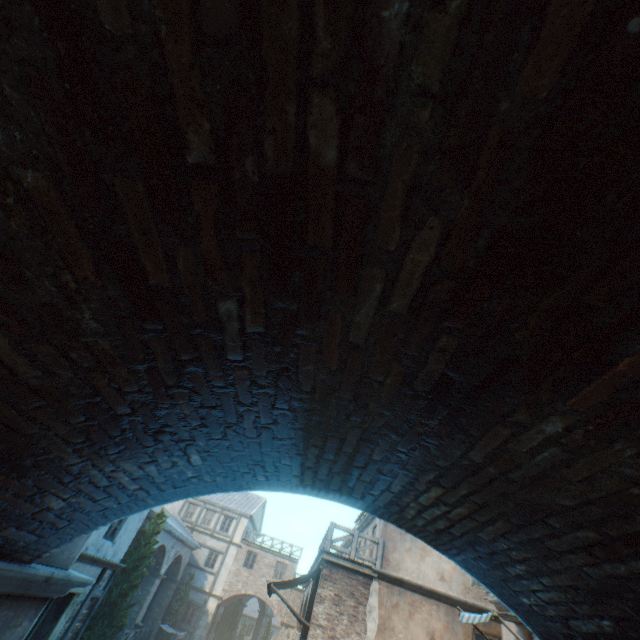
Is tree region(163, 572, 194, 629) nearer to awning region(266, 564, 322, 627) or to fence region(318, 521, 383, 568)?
awning region(266, 564, 322, 627)

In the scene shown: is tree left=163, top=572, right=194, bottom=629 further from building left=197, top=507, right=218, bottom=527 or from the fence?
the fence

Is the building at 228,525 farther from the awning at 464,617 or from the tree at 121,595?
the awning at 464,617

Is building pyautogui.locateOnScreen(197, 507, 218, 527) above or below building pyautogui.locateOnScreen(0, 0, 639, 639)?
above

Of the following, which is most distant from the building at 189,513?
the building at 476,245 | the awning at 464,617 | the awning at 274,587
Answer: the awning at 464,617

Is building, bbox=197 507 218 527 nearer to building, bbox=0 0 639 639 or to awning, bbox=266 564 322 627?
building, bbox=0 0 639 639

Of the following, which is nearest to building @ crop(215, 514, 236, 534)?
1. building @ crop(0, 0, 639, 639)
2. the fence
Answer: building @ crop(0, 0, 639, 639)

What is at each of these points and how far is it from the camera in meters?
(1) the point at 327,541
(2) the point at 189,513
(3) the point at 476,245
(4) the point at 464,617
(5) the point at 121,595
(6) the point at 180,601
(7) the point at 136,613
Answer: (1) fence, 12.5
(2) building, 33.0
(3) building, 1.1
(4) awning, 8.8
(5) tree, 15.9
(6) tree, 26.3
(7) building, 21.9
